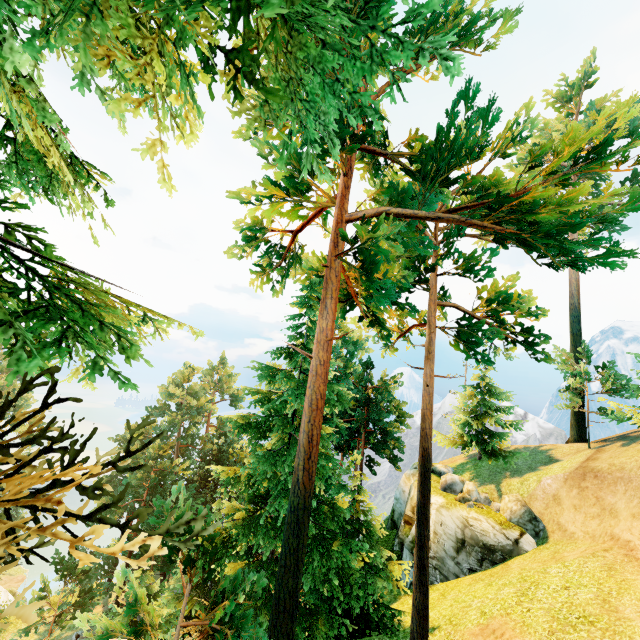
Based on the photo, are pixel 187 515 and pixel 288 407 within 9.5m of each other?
no
